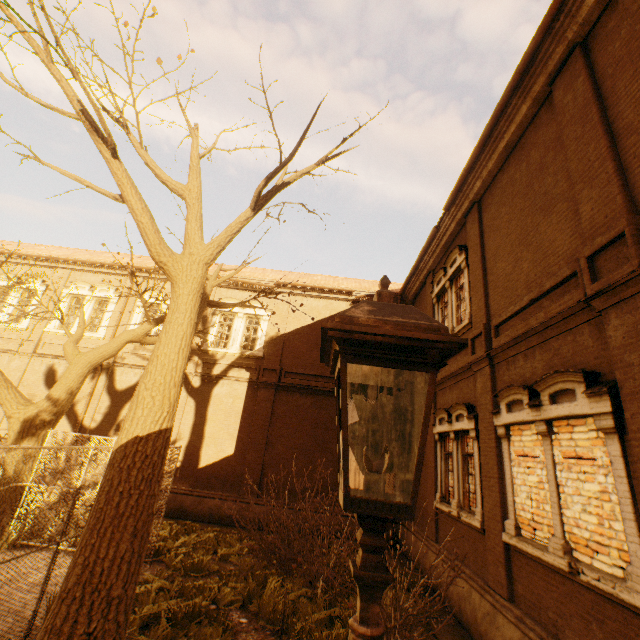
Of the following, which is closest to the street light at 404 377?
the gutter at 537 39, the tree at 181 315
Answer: the tree at 181 315

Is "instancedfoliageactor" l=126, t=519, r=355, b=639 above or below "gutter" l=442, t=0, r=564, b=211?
below

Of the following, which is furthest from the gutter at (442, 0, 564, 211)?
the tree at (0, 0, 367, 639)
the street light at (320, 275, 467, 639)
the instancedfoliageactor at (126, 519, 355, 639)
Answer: the instancedfoliageactor at (126, 519, 355, 639)

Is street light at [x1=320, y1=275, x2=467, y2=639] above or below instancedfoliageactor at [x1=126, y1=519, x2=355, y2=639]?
above

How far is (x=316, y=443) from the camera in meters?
14.2 m

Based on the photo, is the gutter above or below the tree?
above

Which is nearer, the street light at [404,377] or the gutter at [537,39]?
the street light at [404,377]

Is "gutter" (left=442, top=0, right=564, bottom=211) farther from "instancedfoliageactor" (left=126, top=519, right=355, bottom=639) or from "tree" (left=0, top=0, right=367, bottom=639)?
"instancedfoliageactor" (left=126, top=519, right=355, bottom=639)
